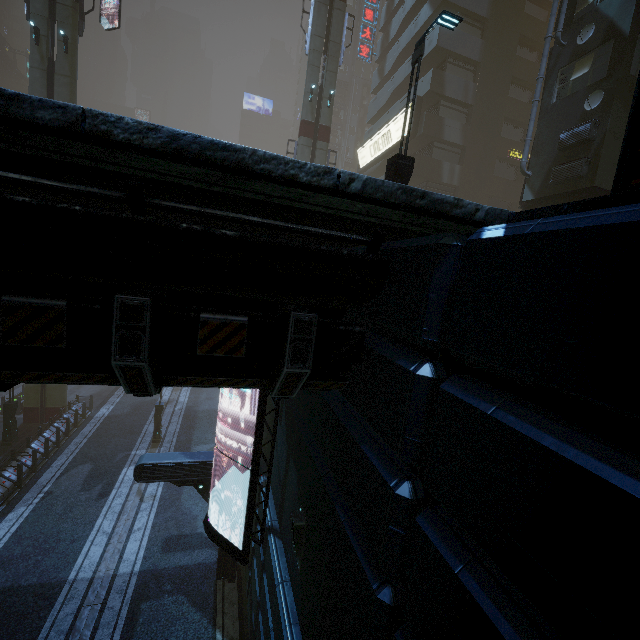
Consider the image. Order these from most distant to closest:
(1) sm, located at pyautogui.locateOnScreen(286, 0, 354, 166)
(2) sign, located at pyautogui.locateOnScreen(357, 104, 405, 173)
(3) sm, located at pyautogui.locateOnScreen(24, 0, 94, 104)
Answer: (2) sign, located at pyautogui.locateOnScreen(357, 104, 405, 173)
(1) sm, located at pyautogui.locateOnScreen(286, 0, 354, 166)
(3) sm, located at pyautogui.locateOnScreen(24, 0, 94, 104)

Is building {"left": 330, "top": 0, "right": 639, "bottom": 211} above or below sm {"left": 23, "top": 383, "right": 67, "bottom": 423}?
above

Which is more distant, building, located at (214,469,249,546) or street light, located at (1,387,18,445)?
street light, located at (1,387,18,445)

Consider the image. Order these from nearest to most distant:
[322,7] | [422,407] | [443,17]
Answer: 1. [422,407]
2. [443,17]
3. [322,7]

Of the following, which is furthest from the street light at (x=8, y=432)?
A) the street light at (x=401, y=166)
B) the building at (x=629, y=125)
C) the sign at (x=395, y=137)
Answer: the street light at (x=401, y=166)

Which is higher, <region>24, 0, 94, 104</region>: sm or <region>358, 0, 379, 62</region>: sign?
<region>358, 0, 379, 62</region>: sign

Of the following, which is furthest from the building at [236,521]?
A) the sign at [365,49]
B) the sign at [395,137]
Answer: the sign at [365,49]

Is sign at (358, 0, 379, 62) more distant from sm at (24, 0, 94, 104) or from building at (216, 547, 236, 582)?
sm at (24, 0, 94, 104)
